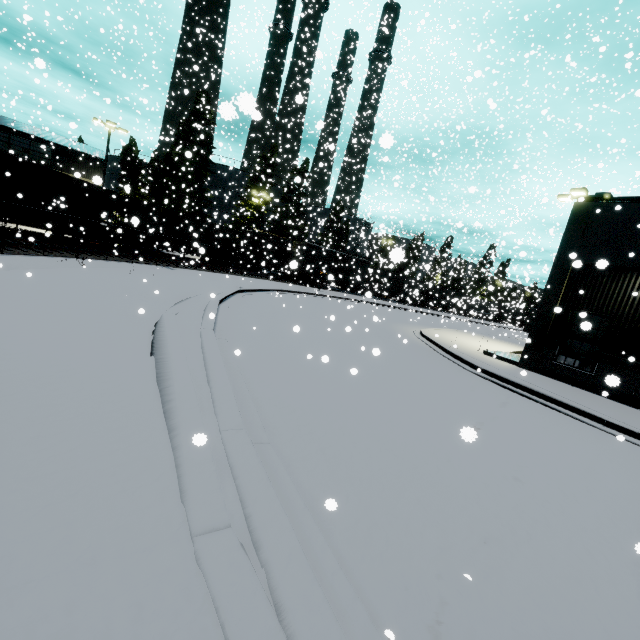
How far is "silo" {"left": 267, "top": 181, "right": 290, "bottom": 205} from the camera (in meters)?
31.36

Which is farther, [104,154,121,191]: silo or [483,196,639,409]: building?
[104,154,121,191]: silo

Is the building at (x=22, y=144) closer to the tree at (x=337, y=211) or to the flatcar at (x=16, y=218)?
the flatcar at (x=16, y=218)

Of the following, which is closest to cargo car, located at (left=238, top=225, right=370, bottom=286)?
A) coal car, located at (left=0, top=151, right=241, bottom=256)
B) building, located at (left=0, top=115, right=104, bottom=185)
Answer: coal car, located at (left=0, top=151, right=241, bottom=256)

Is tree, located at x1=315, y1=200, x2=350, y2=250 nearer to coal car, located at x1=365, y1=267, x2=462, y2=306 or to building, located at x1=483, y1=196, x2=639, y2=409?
coal car, located at x1=365, y1=267, x2=462, y2=306

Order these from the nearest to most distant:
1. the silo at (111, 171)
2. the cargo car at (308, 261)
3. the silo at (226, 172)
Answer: the cargo car at (308, 261) → the silo at (226, 172) → the silo at (111, 171)

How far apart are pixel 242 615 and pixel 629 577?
4.4 meters

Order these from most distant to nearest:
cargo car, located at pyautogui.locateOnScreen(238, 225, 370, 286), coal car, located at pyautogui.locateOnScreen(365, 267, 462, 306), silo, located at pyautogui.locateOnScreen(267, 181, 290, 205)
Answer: cargo car, located at pyautogui.locateOnScreen(238, 225, 370, 286) → coal car, located at pyautogui.locateOnScreen(365, 267, 462, 306) → silo, located at pyautogui.locateOnScreen(267, 181, 290, 205)
